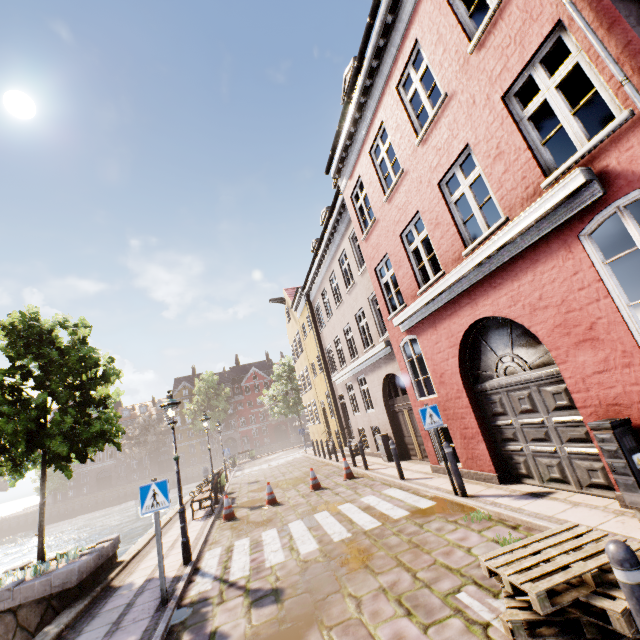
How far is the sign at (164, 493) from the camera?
5.7m

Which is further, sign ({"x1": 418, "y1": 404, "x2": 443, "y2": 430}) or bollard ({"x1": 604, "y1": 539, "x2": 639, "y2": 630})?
sign ({"x1": 418, "y1": 404, "x2": 443, "y2": 430})

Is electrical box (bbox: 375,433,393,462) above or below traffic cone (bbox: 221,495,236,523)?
above

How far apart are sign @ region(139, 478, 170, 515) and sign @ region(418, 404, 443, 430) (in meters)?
5.37

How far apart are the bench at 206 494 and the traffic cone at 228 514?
1.1m

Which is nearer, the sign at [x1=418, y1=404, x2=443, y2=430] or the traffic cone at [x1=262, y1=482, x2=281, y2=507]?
the sign at [x1=418, y1=404, x2=443, y2=430]

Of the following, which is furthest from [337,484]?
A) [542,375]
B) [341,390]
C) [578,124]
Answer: [578,124]

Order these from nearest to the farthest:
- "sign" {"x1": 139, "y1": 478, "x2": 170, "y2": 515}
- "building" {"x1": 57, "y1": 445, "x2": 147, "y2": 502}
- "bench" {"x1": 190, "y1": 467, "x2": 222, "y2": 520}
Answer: "sign" {"x1": 139, "y1": 478, "x2": 170, "y2": 515}, "bench" {"x1": 190, "y1": 467, "x2": 222, "y2": 520}, "building" {"x1": 57, "y1": 445, "x2": 147, "y2": 502}
